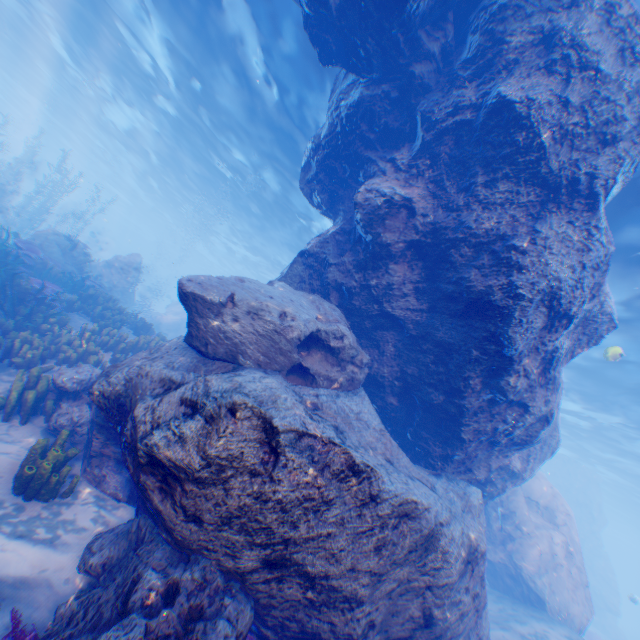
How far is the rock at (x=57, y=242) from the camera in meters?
13.7

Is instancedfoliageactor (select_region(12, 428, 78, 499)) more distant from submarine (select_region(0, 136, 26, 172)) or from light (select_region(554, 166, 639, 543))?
submarine (select_region(0, 136, 26, 172))

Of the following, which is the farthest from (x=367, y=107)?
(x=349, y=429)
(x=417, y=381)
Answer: (x=349, y=429)

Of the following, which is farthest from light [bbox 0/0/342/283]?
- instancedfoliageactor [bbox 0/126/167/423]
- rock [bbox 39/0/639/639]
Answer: instancedfoliageactor [bbox 0/126/167/423]

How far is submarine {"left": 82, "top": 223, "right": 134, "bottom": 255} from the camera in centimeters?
3459cm

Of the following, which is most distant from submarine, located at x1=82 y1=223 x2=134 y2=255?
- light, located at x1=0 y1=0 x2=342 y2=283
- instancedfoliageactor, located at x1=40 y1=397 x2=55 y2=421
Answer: instancedfoliageactor, located at x1=40 y1=397 x2=55 y2=421

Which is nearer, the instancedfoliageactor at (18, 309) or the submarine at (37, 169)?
the instancedfoliageactor at (18, 309)
